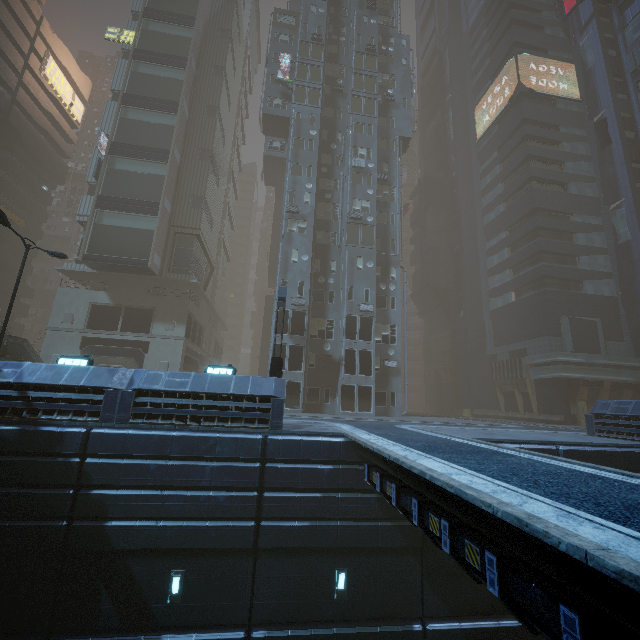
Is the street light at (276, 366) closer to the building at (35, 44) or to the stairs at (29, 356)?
the building at (35, 44)

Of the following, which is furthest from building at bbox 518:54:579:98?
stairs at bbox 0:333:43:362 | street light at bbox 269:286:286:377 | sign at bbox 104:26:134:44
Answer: stairs at bbox 0:333:43:362

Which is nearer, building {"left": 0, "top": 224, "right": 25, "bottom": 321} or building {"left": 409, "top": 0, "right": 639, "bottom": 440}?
building {"left": 409, "top": 0, "right": 639, "bottom": 440}

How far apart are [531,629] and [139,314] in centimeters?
3381cm

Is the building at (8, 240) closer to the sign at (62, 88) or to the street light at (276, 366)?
the sign at (62, 88)

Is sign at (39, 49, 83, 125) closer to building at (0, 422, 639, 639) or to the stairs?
building at (0, 422, 639, 639)

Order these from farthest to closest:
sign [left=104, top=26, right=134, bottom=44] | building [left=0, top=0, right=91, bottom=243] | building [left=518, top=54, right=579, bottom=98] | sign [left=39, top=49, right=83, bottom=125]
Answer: sign [left=39, top=49, right=83, bottom=125], building [left=0, top=0, right=91, bottom=243], building [left=518, top=54, right=579, bottom=98], sign [left=104, top=26, right=134, bottom=44]

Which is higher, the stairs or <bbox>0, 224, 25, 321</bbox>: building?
<bbox>0, 224, 25, 321</bbox>: building
